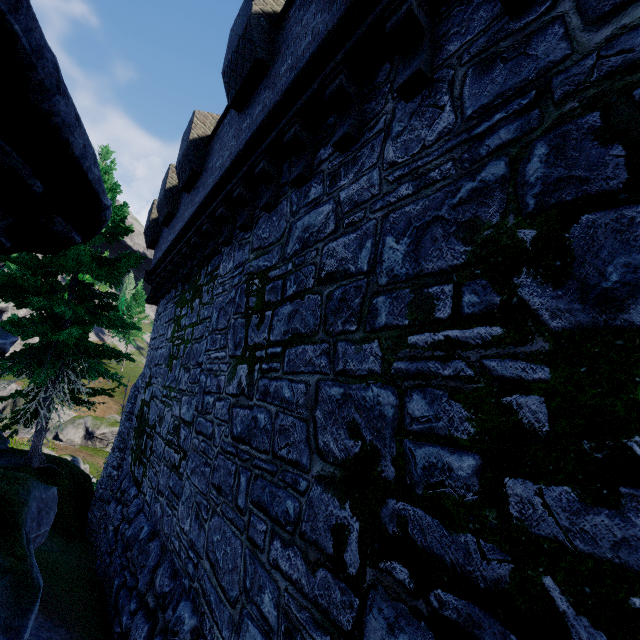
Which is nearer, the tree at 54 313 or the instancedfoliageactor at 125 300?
the tree at 54 313

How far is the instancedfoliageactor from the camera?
56.8m

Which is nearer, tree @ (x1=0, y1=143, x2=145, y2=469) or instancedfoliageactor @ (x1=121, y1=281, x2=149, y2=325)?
tree @ (x1=0, y1=143, x2=145, y2=469)

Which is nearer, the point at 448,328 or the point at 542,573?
the point at 542,573

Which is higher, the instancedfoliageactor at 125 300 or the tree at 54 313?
the instancedfoliageactor at 125 300

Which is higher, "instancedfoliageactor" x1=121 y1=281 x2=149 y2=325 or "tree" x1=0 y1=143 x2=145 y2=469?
"instancedfoliageactor" x1=121 y1=281 x2=149 y2=325
